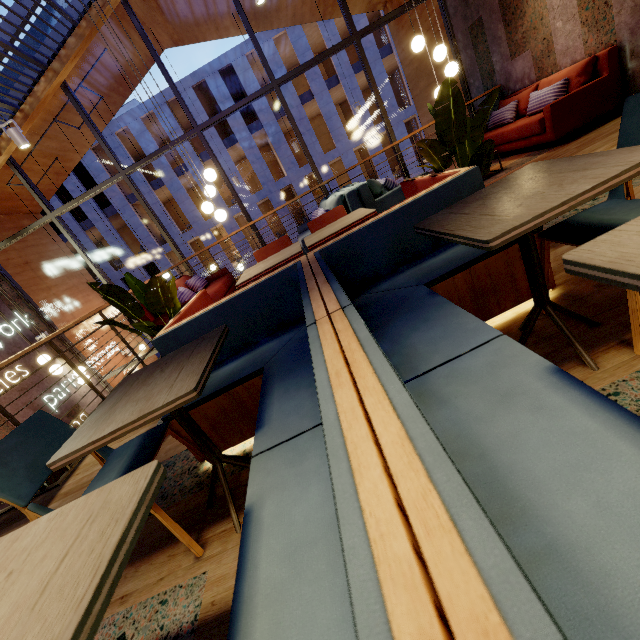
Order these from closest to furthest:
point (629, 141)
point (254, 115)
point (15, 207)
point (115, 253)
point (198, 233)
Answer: point (629, 141), point (15, 207), point (198, 233), point (254, 115), point (115, 253)

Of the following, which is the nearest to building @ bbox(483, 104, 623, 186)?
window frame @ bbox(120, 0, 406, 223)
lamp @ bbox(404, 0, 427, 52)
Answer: window frame @ bbox(120, 0, 406, 223)

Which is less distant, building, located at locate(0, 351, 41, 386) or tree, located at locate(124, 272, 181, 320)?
tree, located at locate(124, 272, 181, 320)

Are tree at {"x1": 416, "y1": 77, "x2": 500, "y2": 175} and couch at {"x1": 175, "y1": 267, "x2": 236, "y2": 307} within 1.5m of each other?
no

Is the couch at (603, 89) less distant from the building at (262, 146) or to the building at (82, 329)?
the building at (82, 329)

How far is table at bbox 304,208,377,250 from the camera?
2.6 meters

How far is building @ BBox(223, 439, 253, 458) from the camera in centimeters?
196cm

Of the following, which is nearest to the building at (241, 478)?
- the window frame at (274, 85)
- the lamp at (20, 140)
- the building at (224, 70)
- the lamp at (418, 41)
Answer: the window frame at (274, 85)
